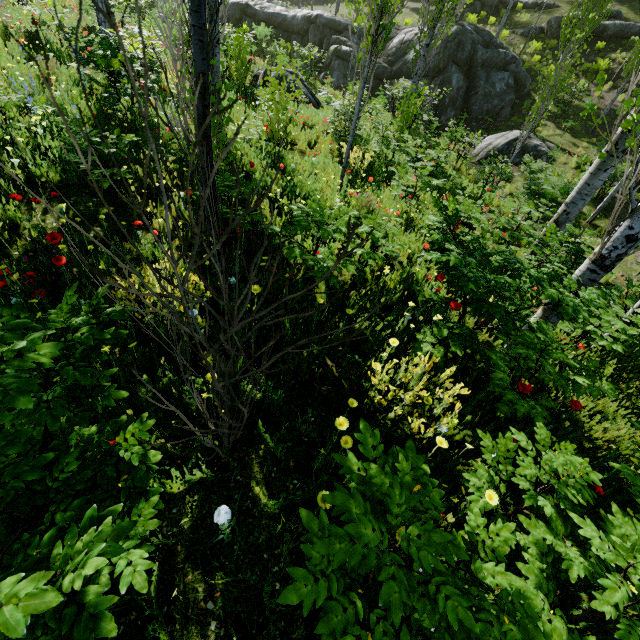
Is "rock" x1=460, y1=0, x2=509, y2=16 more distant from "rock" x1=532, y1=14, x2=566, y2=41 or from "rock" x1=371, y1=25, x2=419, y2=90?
"rock" x1=371, y1=25, x2=419, y2=90

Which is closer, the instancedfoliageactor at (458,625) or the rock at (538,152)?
the instancedfoliageactor at (458,625)

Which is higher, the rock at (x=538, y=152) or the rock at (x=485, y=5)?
the rock at (x=485, y=5)

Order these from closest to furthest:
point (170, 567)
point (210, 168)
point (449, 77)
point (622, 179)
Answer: point (170, 567) < point (210, 168) < point (622, 179) < point (449, 77)

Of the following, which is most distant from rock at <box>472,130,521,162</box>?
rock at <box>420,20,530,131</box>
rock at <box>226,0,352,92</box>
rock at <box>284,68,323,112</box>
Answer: rock at <box>226,0,352,92</box>

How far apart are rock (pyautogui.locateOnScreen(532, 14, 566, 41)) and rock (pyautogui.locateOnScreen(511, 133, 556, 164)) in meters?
12.0 m

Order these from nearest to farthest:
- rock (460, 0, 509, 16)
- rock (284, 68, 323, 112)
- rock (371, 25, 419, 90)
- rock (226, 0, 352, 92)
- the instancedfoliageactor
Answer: the instancedfoliageactor, rock (284, 68, 323, 112), rock (371, 25, 419, 90), rock (226, 0, 352, 92), rock (460, 0, 509, 16)
